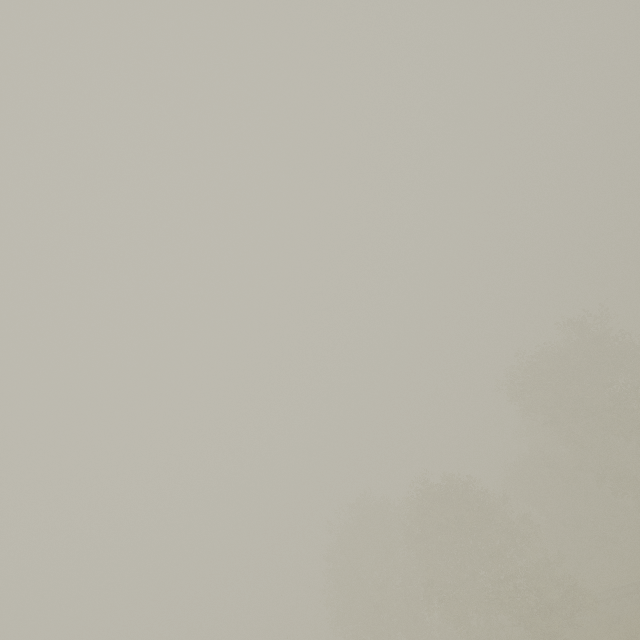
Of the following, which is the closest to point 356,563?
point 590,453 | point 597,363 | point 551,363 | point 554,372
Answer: point 551,363
